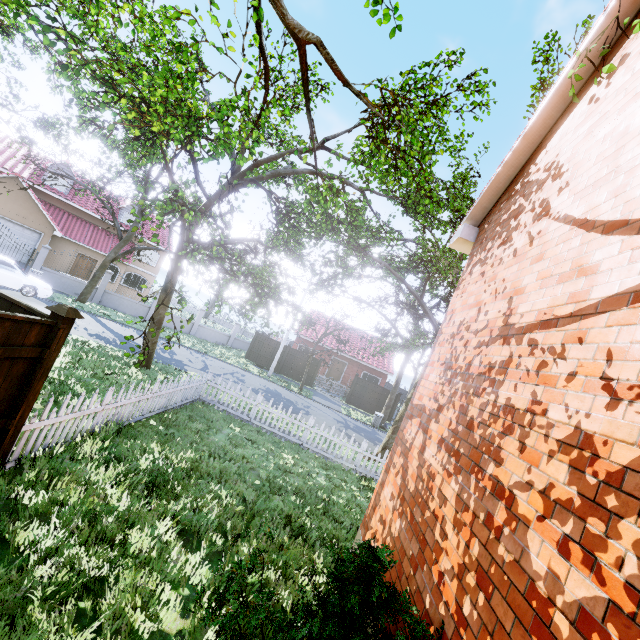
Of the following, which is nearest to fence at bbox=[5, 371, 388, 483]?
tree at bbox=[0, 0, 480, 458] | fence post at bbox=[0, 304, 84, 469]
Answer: fence post at bbox=[0, 304, 84, 469]

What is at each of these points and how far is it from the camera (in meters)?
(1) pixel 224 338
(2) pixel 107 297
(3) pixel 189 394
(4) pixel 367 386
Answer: (1) fence, 29.78
(2) fence, 23.33
(3) fence, 10.40
(4) fence, 26.41

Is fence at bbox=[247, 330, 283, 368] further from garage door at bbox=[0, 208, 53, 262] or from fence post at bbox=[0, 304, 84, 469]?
fence post at bbox=[0, 304, 84, 469]

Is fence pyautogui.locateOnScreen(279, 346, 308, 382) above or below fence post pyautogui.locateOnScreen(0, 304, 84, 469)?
below

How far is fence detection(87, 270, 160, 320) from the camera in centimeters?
2283cm

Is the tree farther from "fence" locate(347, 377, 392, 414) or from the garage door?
the garage door

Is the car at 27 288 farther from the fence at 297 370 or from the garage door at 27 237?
the garage door at 27 237

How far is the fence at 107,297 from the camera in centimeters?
2283cm
